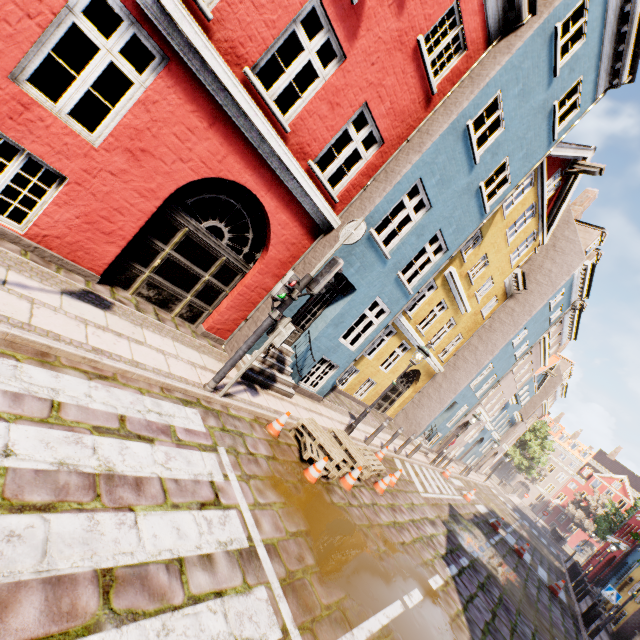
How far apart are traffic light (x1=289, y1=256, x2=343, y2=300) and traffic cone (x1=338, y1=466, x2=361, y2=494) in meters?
4.1

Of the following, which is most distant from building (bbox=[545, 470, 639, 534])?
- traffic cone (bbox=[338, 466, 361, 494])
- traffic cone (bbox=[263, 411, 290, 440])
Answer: traffic cone (bbox=[263, 411, 290, 440])

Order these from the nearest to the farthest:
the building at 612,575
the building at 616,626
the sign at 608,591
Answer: the sign at 608,591 → the building at 616,626 → the building at 612,575

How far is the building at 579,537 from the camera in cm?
5653

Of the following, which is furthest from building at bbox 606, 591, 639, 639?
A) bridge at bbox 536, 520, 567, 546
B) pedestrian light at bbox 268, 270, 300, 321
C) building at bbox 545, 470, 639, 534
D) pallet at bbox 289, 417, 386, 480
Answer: bridge at bbox 536, 520, 567, 546

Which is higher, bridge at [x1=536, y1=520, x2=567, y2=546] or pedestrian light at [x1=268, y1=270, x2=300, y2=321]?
pedestrian light at [x1=268, y1=270, x2=300, y2=321]

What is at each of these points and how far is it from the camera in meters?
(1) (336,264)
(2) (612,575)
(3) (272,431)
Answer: (1) traffic light, 5.4
(2) building, 23.0
(3) traffic cone, 6.5

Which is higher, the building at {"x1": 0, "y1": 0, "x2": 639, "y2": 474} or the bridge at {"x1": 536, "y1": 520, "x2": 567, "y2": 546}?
the building at {"x1": 0, "y1": 0, "x2": 639, "y2": 474}
